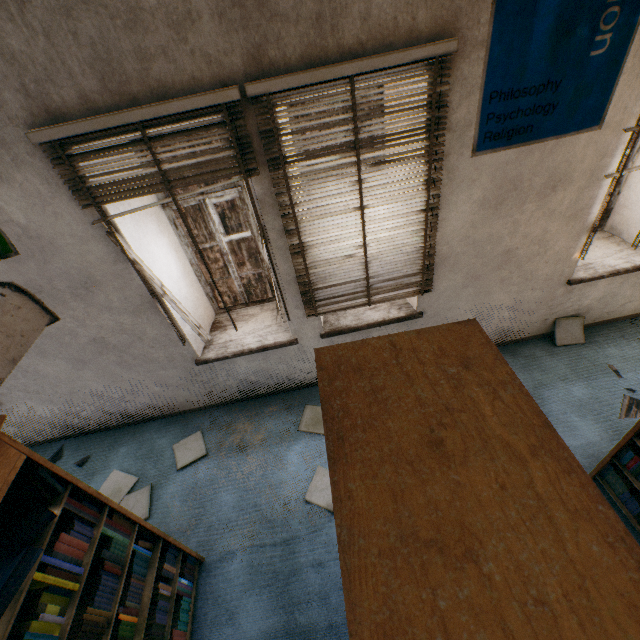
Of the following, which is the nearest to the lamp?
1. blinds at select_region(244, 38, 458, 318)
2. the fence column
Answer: blinds at select_region(244, 38, 458, 318)

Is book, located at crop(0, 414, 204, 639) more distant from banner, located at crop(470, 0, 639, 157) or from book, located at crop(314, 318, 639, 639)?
banner, located at crop(470, 0, 639, 157)

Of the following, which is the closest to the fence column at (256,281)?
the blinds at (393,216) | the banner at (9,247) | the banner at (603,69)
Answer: the blinds at (393,216)

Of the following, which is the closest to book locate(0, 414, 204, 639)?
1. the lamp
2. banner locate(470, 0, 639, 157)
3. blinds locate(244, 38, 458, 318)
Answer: the lamp

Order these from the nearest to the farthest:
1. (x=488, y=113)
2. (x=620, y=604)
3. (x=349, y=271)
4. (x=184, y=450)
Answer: (x=620, y=604)
(x=488, y=113)
(x=349, y=271)
(x=184, y=450)

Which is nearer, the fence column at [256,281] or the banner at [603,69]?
the banner at [603,69]

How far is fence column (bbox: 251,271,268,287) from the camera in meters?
13.4

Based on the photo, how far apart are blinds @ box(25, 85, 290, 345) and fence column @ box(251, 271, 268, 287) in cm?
1040
